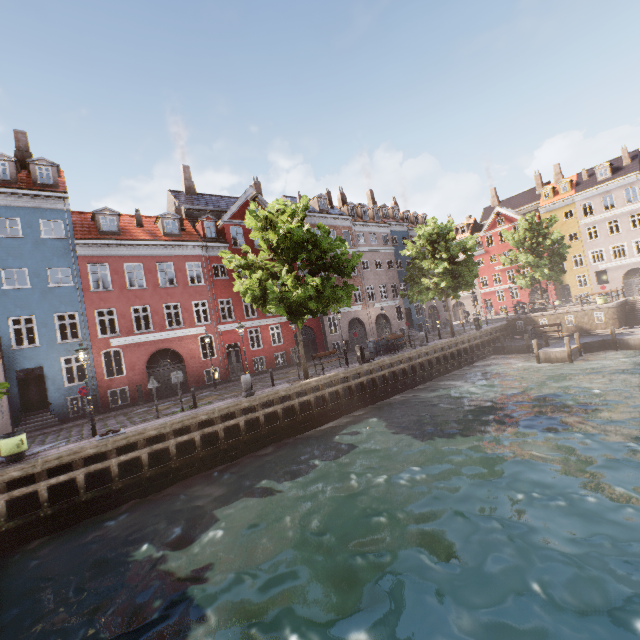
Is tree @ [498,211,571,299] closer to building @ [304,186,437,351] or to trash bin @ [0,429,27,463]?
trash bin @ [0,429,27,463]

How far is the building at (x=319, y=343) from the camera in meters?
29.9 m

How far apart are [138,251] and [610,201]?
56.7 meters

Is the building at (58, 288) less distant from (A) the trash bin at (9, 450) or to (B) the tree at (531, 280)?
(B) the tree at (531, 280)

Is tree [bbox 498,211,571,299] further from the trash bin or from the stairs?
the stairs

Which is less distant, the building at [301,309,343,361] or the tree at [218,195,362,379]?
the tree at [218,195,362,379]

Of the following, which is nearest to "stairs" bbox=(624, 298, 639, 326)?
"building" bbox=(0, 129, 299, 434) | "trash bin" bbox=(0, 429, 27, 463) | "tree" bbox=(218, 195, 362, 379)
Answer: "tree" bbox=(218, 195, 362, 379)
